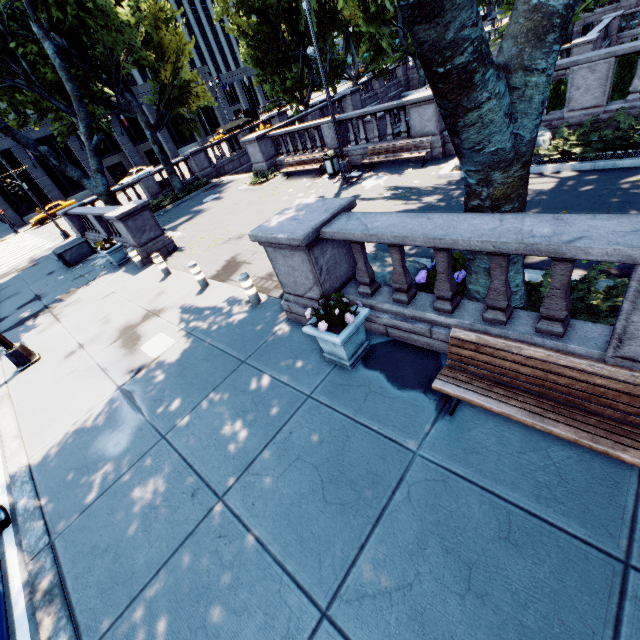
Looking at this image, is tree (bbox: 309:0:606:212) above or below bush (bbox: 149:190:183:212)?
above

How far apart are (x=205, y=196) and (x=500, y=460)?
22.1 meters

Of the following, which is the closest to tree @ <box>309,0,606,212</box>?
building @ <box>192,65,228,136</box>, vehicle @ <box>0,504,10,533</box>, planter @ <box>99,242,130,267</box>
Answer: planter @ <box>99,242,130,267</box>

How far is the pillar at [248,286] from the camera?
7.54m

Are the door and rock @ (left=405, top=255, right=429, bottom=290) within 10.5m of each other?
no

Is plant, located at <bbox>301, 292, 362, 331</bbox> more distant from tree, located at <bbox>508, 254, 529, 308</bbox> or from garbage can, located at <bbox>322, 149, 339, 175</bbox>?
garbage can, located at <bbox>322, 149, 339, 175</bbox>

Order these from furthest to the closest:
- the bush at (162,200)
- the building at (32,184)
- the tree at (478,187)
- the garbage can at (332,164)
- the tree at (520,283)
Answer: the building at (32,184)
the bush at (162,200)
the garbage can at (332,164)
the tree at (520,283)
the tree at (478,187)

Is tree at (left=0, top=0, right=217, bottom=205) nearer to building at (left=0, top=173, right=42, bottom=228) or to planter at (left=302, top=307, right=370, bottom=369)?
planter at (left=302, top=307, right=370, bottom=369)
